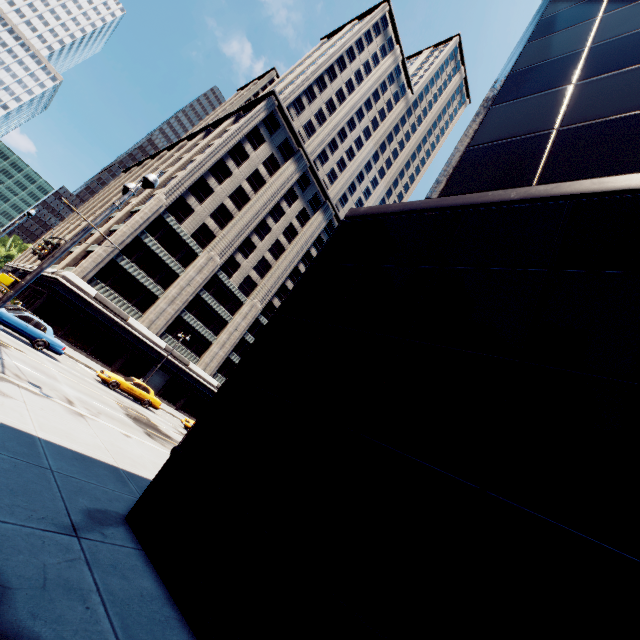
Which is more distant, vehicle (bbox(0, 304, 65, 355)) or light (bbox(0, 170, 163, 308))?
vehicle (bbox(0, 304, 65, 355))

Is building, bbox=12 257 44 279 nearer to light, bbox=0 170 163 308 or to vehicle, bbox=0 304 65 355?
vehicle, bbox=0 304 65 355

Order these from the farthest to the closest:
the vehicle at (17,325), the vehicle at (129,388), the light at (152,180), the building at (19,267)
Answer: the building at (19,267)
the vehicle at (129,388)
the vehicle at (17,325)
the light at (152,180)

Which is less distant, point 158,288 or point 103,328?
point 103,328

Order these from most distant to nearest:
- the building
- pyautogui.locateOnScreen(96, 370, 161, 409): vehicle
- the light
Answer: the building → pyautogui.locateOnScreen(96, 370, 161, 409): vehicle → the light

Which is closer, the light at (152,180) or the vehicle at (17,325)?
the light at (152,180)

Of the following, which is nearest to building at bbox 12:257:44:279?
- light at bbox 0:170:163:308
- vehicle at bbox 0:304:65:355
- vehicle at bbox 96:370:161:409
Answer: vehicle at bbox 96:370:161:409

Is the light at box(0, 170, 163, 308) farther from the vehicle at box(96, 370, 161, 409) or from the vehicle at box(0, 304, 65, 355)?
the vehicle at box(96, 370, 161, 409)
